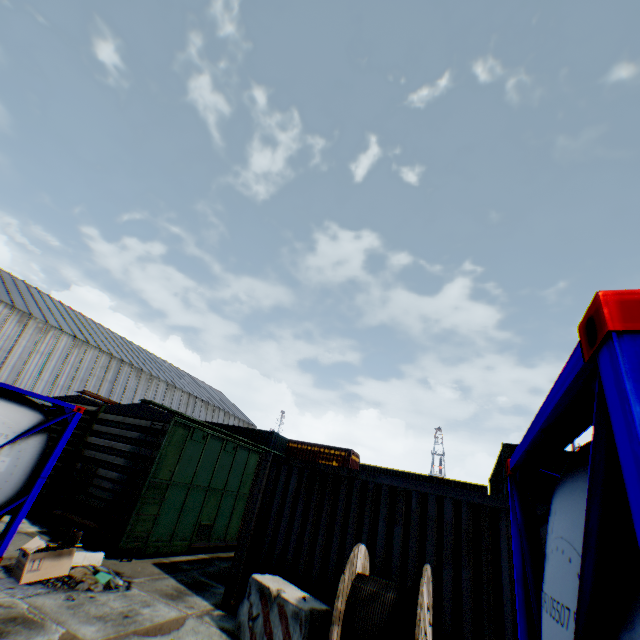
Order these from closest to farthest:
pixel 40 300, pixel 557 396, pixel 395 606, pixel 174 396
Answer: pixel 557 396 → pixel 395 606 → pixel 40 300 → pixel 174 396

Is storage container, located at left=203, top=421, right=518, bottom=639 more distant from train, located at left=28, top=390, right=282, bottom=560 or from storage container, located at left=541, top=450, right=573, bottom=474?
storage container, located at left=541, top=450, right=573, bottom=474

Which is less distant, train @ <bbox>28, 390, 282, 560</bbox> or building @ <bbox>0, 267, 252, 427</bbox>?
train @ <bbox>28, 390, 282, 560</bbox>

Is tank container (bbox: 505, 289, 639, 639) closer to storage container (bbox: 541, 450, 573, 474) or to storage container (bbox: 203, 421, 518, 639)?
storage container (bbox: 203, 421, 518, 639)

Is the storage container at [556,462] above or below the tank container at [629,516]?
above

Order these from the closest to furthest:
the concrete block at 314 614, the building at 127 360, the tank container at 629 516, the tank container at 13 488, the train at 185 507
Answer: the tank container at 629 516, the concrete block at 314 614, the tank container at 13 488, the train at 185 507, the building at 127 360

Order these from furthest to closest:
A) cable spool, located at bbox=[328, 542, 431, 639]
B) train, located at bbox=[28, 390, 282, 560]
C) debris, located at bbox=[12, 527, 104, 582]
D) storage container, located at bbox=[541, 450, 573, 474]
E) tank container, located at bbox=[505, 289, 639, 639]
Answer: storage container, located at bbox=[541, 450, 573, 474]
train, located at bbox=[28, 390, 282, 560]
debris, located at bbox=[12, 527, 104, 582]
cable spool, located at bbox=[328, 542, 431, 639]
tank container, located at bbox=[505, 289, 639, 639]

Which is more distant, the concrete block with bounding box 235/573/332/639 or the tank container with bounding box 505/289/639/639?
the concrete block with bounding box 235/573/332/639
